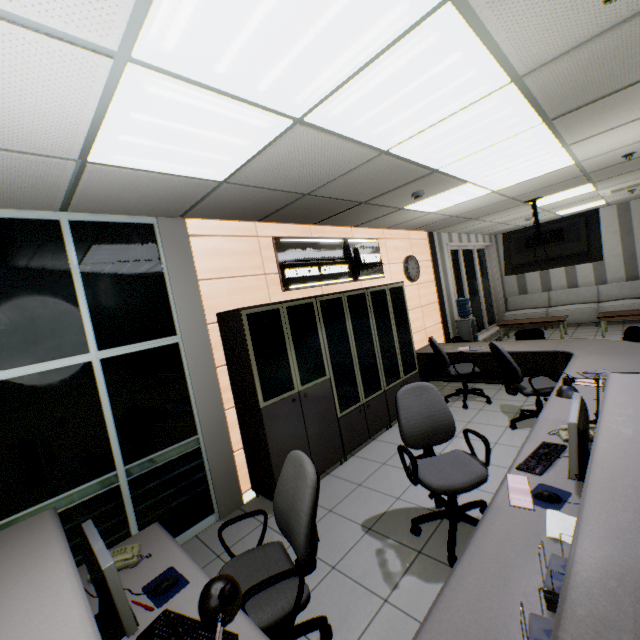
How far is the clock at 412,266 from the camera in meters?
6.7 m

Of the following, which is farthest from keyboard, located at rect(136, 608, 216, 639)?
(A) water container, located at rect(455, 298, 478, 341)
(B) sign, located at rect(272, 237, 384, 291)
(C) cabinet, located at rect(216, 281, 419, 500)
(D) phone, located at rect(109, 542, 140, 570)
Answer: (A) water container, located at rect(455, 298, 478, 341)

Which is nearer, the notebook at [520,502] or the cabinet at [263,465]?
the notebook at [520,502]

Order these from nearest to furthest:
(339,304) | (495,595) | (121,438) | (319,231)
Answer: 1. (495,595)
2. (121,438)
3. (339,304)
4. (319,231)

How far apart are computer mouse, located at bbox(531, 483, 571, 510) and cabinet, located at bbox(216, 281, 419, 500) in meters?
2.3 m

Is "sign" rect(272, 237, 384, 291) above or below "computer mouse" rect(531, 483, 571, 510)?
above

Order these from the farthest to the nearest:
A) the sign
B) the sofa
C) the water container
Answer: the sofa < the water container < the sign

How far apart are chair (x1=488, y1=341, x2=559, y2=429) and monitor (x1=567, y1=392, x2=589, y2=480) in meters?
1.8
